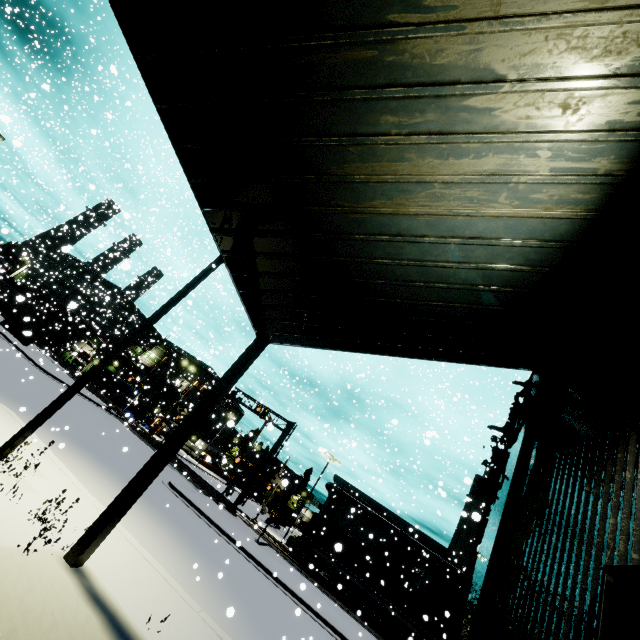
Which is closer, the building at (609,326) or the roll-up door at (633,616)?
the roll-up door at (633,616)

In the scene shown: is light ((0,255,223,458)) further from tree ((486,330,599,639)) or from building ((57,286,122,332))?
tree ((486,330,599,639))

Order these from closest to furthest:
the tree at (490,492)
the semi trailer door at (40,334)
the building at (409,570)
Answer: the tree at (490,492), the building at (409,570), the semi trailer door at (40,334)

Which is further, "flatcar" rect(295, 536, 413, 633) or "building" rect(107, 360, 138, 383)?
"building" rect(107, 360, 138, 383)

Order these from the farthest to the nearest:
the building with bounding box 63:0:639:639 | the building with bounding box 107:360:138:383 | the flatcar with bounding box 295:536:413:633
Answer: the building with bounding box 107:360:138:383 < the flatcar with bounding box 295:536:413:633 < the building with bounding box 63:0:639:639

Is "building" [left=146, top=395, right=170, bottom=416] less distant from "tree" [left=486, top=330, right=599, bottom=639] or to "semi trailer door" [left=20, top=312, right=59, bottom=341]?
"tree" [left=486, top=330, right=599, bottom=639]

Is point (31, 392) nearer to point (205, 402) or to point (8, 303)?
point (205, 402)

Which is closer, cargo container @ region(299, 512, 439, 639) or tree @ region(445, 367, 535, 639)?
tree @ region(445, 367, 535, 639)
